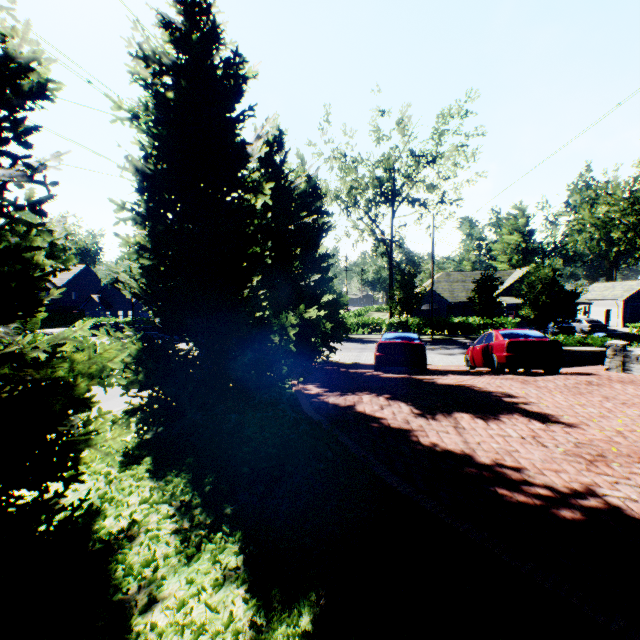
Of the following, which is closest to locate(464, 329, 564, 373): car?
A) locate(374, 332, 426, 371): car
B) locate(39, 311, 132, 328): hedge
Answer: locate(374, 332, 426, 371): car

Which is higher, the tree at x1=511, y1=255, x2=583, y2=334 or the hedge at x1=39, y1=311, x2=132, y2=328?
the tree at x1=511, y1=255, x2=583, y2=334

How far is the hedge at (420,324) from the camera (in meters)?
34.22

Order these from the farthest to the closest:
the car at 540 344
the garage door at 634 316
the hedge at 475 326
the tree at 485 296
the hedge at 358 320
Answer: the garage door at 634 316, the hedge at 358 320, the hedge at 475 326, the tree at 485 296, the car at 540 344

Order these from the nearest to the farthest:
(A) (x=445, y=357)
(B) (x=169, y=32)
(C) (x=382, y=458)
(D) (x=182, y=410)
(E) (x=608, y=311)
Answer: (C) (x=382, y=458)
(D) (x=182, y=410)
(B) (x=169, y=32)
(A) (x=445, y=357)
(E) (x=608, y=311)

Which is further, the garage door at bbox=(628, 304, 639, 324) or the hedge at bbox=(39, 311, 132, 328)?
the hedge at bbox=(39, 311, 132, 328)

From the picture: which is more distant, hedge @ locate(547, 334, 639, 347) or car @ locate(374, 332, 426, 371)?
hedge @ locate(547, 334, 639, 347)

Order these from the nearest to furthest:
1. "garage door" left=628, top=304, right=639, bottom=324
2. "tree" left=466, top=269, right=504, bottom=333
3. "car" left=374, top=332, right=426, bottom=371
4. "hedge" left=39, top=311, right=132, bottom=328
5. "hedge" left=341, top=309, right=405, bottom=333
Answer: "car" left=374, top=332, right=426, bottom=371 < "tree" left=466, top=269, right=504, bottom=333 < "hedge" left=341, top=309, right=405, bottom=333 < "garage door" left=628, top=304, right=639, bottom=324 < "hedge" left=39, top=311, right=132, bottom=328
